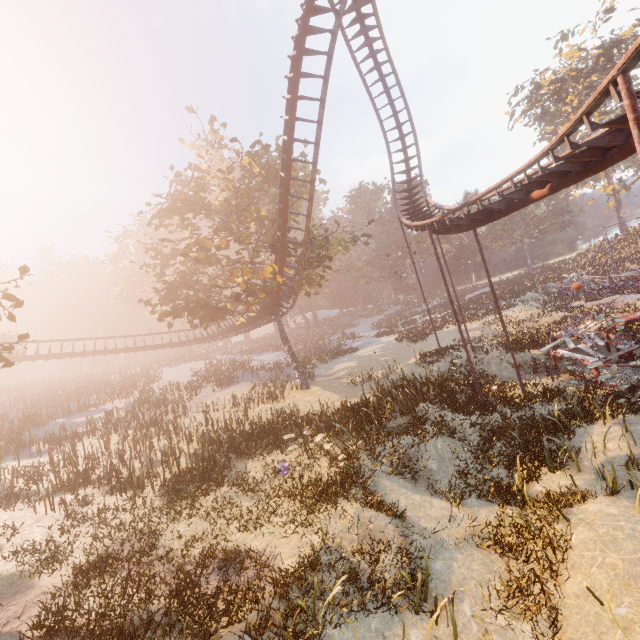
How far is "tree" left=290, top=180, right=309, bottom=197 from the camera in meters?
23.2

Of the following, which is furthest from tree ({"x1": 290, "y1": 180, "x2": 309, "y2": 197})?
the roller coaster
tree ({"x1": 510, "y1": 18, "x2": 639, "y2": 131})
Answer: tree ({"x1": 510, "y1": 18, "x2": 639, "y2": 131})

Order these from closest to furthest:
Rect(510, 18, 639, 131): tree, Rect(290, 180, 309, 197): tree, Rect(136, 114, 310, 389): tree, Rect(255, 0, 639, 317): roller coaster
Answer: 1. Rect(255, 0, 639, 317): roller coaster
2. Rect(136, 114, 310, 389): tree
3. Rect(290, 180, 309, 197): tree
4. Rect(510, 18, 639, 131): tree

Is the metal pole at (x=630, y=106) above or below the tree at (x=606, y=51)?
below

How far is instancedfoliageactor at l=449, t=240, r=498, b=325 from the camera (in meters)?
34.42

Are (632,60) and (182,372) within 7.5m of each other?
no

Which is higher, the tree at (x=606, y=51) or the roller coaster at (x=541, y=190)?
the tree at (x=606, y=51)
